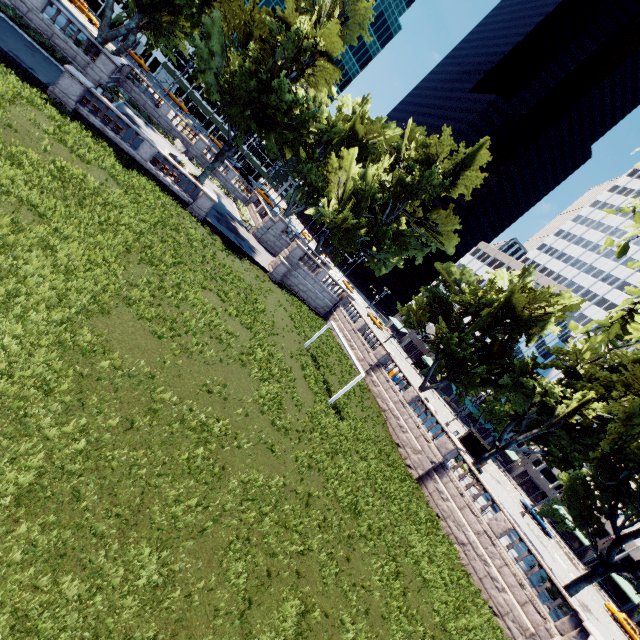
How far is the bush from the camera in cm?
3036

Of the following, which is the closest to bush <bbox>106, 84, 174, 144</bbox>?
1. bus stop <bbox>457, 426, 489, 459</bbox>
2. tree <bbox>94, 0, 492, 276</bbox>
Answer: tree <bbox>94, 0, 492, 276</bbox>

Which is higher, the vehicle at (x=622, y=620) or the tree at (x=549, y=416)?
the tree at (x=549, y=416)

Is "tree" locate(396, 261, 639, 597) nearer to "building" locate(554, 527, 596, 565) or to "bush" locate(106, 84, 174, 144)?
"building" locate(554, 527, 596, 565)

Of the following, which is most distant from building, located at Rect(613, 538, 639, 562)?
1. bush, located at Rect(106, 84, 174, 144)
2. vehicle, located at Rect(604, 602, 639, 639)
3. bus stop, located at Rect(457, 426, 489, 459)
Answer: bush, located at Rect(106, 84, 174, 144)

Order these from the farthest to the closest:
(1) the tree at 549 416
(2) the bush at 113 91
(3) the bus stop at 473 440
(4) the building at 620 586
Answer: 1. (4) the building at 620 586
2. (3) the bus stop at 473 440
3. (2) the bush at 113 91
4. (1) the tree at 549 416

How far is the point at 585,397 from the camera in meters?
24.9

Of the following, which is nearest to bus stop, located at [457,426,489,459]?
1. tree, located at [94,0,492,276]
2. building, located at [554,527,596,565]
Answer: building, located at [554,527,596,565]
